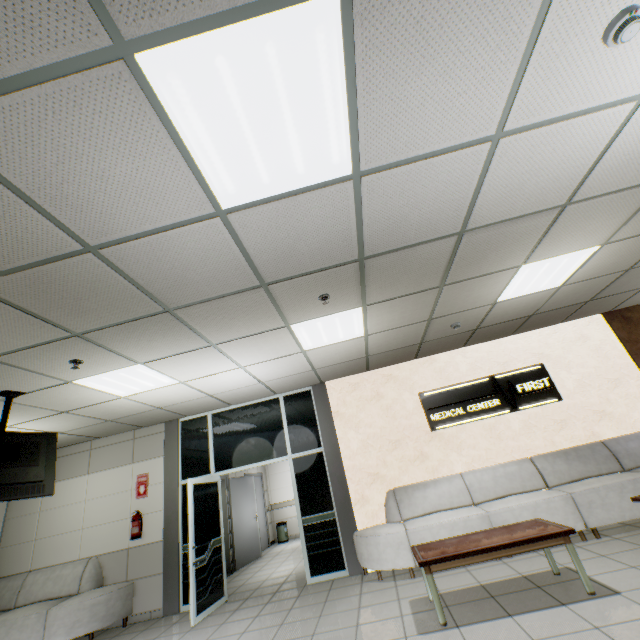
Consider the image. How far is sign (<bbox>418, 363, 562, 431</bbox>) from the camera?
5.98m

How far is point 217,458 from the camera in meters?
6.5 m

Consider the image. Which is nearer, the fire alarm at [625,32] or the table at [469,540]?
the fire alarm at [625,32]

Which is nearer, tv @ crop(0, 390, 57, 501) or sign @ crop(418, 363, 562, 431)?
tv @ crop(0, 390, 57, 501)

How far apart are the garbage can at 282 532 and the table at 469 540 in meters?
8.0 m

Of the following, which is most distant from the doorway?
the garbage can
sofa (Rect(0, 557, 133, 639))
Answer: the garbage can

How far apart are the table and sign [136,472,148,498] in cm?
523

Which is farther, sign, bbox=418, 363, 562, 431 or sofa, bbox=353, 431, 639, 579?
sign, bbox=418, 363, 562, 431
